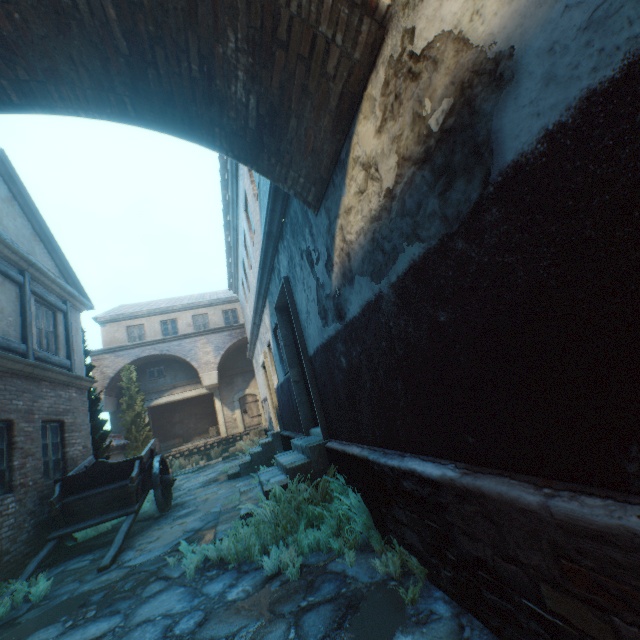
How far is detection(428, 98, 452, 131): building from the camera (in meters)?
1.73

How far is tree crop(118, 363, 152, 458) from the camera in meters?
15.8

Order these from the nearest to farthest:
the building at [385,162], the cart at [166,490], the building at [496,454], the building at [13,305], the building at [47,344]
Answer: the building at [496,454], the building at [385,162], the cart at [166,490], the building at [13,305], the building at [47,344]

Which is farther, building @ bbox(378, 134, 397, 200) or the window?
the window

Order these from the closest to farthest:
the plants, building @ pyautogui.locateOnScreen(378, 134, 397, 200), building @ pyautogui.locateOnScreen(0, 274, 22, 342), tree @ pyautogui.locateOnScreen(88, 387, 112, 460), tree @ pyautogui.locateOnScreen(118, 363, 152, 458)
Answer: building @ pyautogui.locateOnScreen(378, 134, 397, 200)
the plants
building @ pyautogui.locateOnScreen(0, 274, 22, 342)
tree @ pyautogui.locateOnScreen(88, 387, 112, 460)
tree @ pyautogui.locateOnScreen(118, 363, 152, 458)

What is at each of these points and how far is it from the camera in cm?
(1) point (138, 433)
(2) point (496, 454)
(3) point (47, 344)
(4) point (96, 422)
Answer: (1) tree, 1625
(2) building, 187
(3) building, 820
(4) tree, 986

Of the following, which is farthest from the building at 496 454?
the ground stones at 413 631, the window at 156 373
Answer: the window at 156 373

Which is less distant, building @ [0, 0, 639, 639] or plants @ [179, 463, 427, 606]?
building @ [0, 0, 639, 639]
